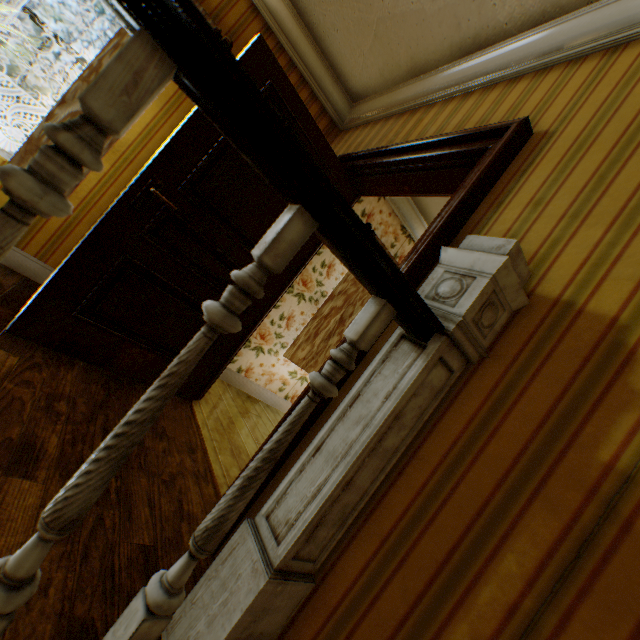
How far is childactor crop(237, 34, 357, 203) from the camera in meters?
1.9

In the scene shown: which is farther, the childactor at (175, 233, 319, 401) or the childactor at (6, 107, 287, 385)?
the childactor at (175, 233, 319, 401)

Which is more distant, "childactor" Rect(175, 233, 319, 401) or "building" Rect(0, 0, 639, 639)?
"childactor" Rect(175, 233, 319, 401)

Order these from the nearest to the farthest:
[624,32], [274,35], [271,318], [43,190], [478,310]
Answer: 1. [43,190]
2. [478,310]
3. [624,32]
4. [274,35]
5. [271,318]

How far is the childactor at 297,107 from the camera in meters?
1.9 m

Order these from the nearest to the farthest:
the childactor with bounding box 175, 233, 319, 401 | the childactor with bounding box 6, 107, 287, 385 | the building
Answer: the building < the childactor with bounding box 6, 107, 287, 385 < the childactor with bounding box 175, 233, 319, 401
